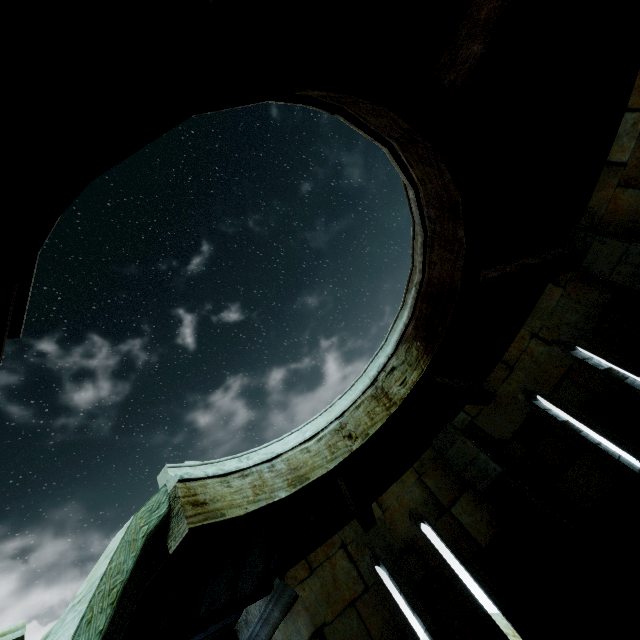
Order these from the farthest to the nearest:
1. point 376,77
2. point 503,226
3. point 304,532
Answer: point 304,532 < point 503,226 < point 376,77
